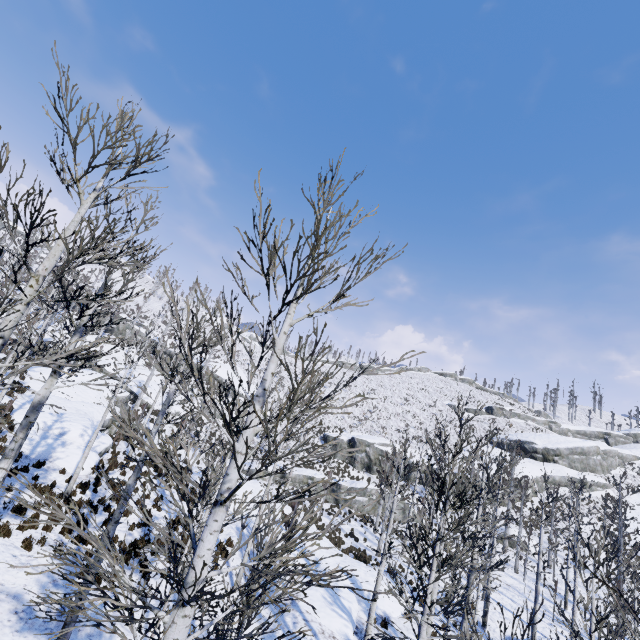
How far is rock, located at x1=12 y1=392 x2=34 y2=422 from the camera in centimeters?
1746cm

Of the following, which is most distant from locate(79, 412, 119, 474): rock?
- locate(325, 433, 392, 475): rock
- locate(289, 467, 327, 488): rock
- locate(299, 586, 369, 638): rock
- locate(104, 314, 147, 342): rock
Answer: locate(325, 433, 392, 475): rock

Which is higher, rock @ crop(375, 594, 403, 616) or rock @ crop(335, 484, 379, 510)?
rock @ crop(335, 484, 379, 510)

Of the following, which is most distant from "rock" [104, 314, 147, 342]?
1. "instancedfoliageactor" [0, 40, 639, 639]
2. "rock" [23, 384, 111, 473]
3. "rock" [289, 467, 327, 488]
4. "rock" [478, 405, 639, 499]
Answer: "rock" [478, 405, 639, 499]

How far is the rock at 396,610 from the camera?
15.08m

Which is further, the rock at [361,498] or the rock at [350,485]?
the rock at [350,485]

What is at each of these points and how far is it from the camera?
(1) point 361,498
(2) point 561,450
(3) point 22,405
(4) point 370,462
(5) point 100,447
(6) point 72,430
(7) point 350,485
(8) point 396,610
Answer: (1) rock, 32.2m
(2) rock, 43.0m
(3) rock, 19.0m
(4) rock, 41.0m
(5) rock, 18.5m
(6) rock, 18.1m
(7) rock, 33.6m
(8) rock, 15.6m

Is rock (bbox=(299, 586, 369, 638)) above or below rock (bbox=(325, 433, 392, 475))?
below
